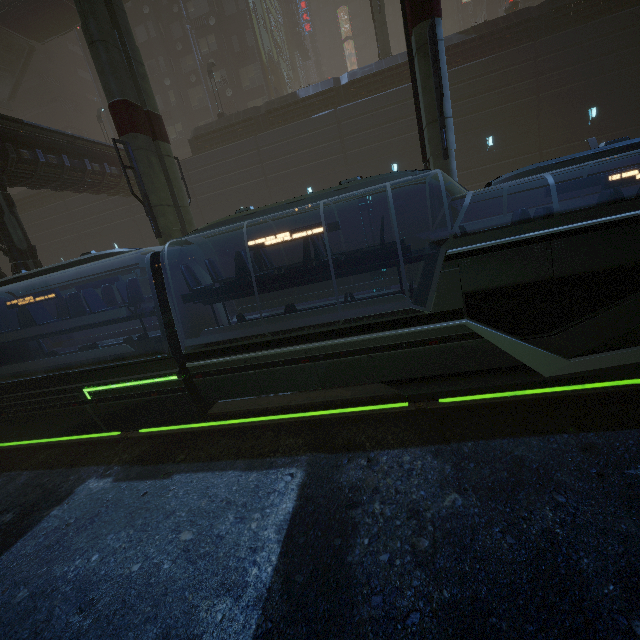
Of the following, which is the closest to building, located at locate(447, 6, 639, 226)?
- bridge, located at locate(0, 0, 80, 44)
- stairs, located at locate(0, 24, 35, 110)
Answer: bridge, located at locate(0, 0, 80, 44)

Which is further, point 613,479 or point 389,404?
point 389,404

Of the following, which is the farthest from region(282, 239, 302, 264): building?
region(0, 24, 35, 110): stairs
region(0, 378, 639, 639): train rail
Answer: region(0, 24, 35, 110): stairs

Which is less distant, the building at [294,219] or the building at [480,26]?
the building at [480,26]

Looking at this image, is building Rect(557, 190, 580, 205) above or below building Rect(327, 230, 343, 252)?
below

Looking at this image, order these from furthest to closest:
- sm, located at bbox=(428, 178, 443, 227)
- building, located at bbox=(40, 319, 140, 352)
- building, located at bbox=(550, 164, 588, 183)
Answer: building, located at bbox=(550, 164, 588, 183), building, located at bbox=(40, 319, 140, 352), sm, located at bbox=(428, 178, 443, 227)

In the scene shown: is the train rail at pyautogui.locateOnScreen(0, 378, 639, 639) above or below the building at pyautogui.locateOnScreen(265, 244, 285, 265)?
below

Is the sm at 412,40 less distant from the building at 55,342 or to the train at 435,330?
the building at 55,342
